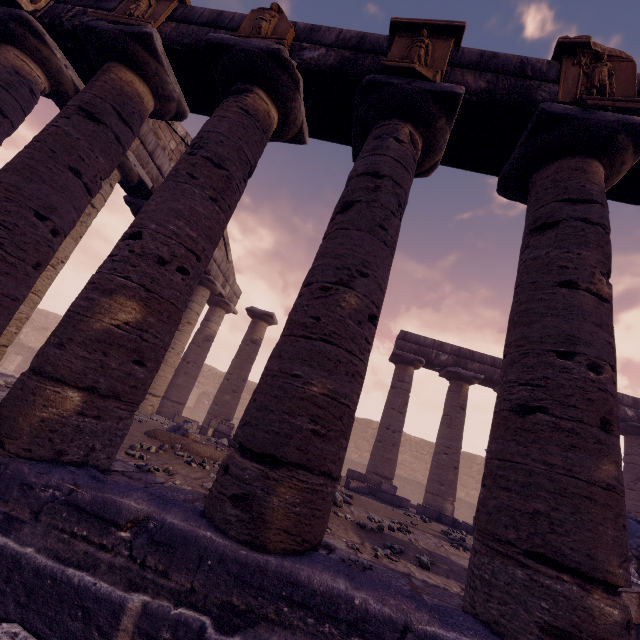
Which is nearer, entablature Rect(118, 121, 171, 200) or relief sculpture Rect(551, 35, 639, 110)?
relief sculpture Rect(551, 35, 639, 110)

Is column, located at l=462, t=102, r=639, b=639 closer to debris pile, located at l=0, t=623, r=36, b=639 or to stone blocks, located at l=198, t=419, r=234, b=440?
debris pile, located at l=0, t=623, r=36, b=639

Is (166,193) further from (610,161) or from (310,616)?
(610,161)

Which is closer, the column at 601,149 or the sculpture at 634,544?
the column at 601,149

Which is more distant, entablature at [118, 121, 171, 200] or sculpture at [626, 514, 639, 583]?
entablature at [118, 121, 171, 200]

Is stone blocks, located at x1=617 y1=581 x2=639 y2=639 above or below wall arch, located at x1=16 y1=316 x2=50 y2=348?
below

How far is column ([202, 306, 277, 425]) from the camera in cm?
1293

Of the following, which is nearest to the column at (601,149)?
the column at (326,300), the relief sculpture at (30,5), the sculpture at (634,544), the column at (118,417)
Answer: the column at (326,300)
